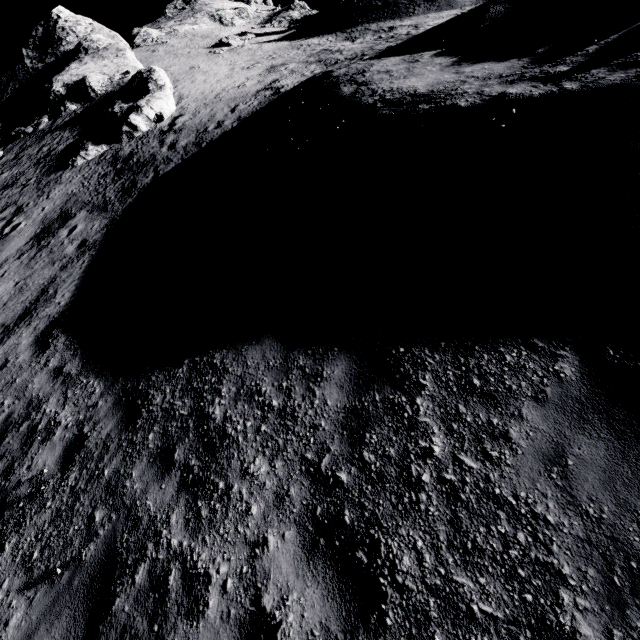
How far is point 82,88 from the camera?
26.4m

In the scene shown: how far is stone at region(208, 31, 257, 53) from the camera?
32.46m

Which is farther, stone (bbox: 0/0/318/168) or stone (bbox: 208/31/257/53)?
stone (bbox: 208/31/257/53)

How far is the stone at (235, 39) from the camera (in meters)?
32.46

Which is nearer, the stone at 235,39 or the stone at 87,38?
the stone at 87,38
